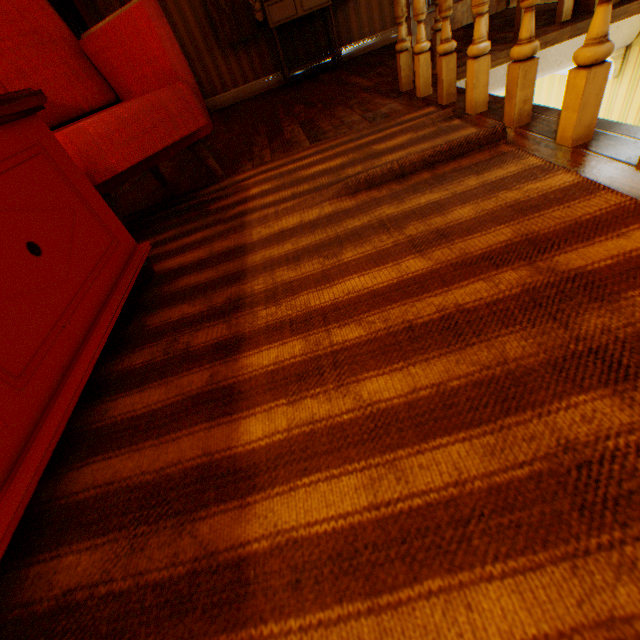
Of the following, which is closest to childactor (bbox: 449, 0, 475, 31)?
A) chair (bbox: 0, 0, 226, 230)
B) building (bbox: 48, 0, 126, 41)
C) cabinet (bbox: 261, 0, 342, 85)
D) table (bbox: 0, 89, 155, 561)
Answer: building (bbox: 48, 0, 126, 41)

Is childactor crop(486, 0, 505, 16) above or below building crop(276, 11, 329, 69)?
below

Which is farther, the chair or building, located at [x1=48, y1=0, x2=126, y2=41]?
building, located at [x1=48, y1=0, x2=126, y2=41]

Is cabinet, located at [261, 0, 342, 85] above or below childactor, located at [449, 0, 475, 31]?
above

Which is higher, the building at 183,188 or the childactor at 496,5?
the childactor at 496,5

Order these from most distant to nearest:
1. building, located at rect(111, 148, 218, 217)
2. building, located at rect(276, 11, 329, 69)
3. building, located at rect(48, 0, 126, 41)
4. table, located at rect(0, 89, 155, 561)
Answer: building, located at rect(276, 11, 329, 69) → building, located at rect(48, 0, 126, 41) → building, located at rect(111, 148, 218, 217) → table, located at rect(0, 89, 155, 561)

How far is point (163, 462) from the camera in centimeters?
67cm

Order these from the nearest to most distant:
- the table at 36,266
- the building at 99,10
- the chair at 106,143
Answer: the table at 36,266, the chair at 106,143, the building at 99,10
